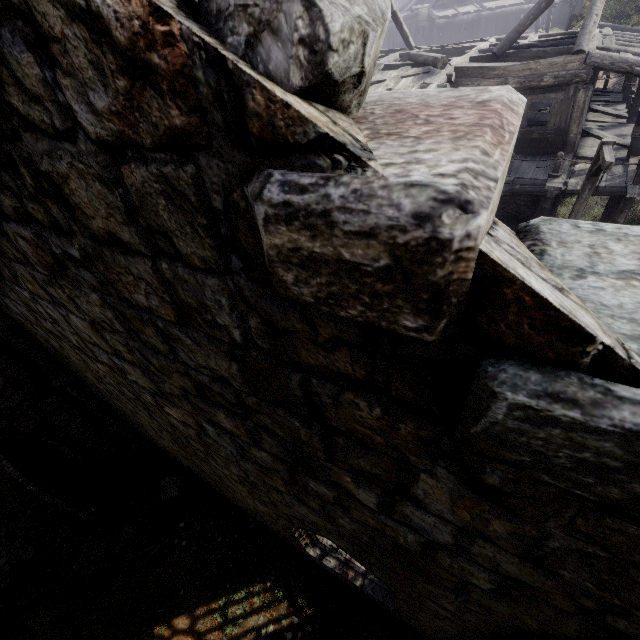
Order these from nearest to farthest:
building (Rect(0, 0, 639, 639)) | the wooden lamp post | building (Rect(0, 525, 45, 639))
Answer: building (Rect(0, 0, 639, 639))
building (Rect(0, 525, 45, 639))
the wooden lamp post

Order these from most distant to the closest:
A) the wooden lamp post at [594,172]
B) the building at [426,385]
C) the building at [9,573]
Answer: the wooden lamp post at [594,172] → the building at [9,573] → the building at [426,385]

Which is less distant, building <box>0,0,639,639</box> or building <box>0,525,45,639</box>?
building <box>0,0,639,639</box>

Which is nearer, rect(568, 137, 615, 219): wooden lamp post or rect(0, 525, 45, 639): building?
rect(0, 525, 45, 639): building

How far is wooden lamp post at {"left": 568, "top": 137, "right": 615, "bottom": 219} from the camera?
8.0 meters

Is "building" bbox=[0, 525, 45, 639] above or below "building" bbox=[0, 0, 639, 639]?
below

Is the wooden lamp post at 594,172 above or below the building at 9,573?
above

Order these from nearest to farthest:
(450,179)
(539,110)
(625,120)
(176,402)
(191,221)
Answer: (450,179) < (191,221) < (176,402) < (625,120) < (539,110)
